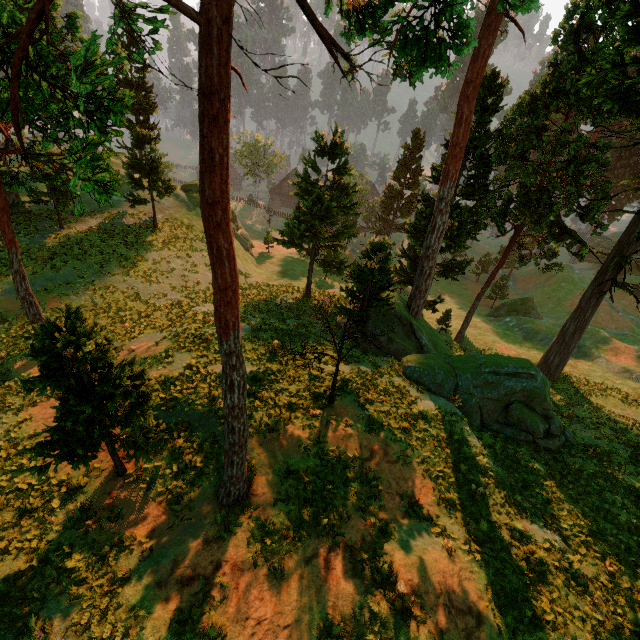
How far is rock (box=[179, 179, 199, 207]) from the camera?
38.7 meters

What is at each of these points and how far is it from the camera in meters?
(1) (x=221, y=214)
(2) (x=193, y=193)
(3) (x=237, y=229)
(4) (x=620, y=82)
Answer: (1) treerock, 5.1 m
(2) rock, 39.2 m
(3) rock, 46.7 m
(4) treerock, 19.5 m

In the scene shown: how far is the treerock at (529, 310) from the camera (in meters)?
44.53

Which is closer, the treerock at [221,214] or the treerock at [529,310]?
the treerock at [221,214]

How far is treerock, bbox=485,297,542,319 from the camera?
44.53m

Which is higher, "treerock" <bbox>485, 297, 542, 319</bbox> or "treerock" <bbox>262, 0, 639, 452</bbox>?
"treerock" <bbox>262, 0, 639, 452</bbox>

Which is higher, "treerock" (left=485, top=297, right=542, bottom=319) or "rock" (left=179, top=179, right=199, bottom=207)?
"rock" (left=179, top=179, right=199, bottom=207)
